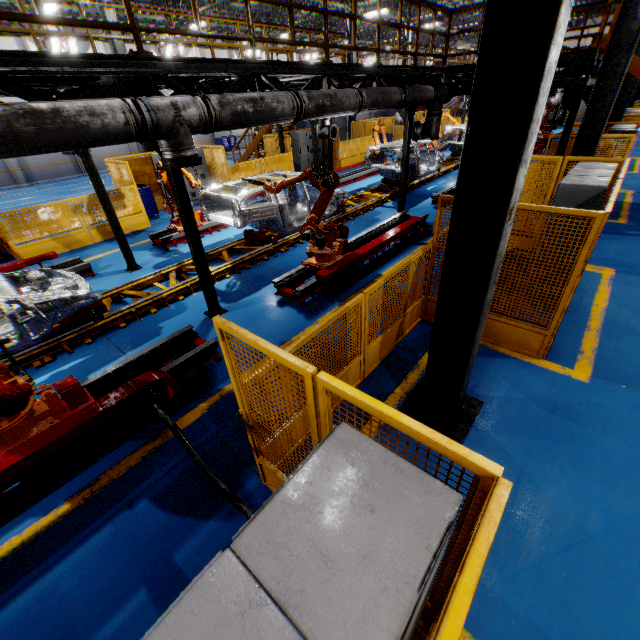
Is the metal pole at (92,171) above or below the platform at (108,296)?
above

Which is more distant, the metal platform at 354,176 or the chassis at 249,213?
the metal platform at 354,176

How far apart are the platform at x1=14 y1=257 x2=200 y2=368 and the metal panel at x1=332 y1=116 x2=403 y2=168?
4.6 meters

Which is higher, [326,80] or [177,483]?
[326,80]

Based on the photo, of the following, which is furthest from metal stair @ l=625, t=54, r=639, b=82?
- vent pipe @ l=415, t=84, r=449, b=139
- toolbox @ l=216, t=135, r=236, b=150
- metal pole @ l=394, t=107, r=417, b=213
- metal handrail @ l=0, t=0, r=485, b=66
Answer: toolbox @ l=216, t=135, r=236, b=150

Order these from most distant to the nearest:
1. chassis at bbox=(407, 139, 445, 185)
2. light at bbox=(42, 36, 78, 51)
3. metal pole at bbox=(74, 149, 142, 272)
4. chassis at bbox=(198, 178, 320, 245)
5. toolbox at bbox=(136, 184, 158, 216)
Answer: light at bbox=(42, 36, 78, 51) → chassis at bbox=(407, 139, 445, 185) → toolbox at bbox=(136, 184, 158, 216) → chassis at bbox=(198, 178, 320, 245) → metal pole at bbox=(74, 149, 142, 272)

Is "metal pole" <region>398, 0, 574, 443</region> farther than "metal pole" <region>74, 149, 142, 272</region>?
No

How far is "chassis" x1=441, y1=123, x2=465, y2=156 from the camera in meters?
18.2 m
